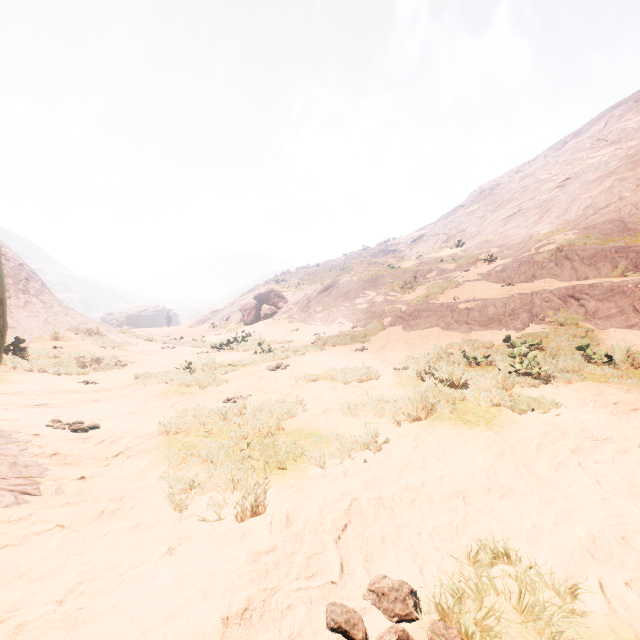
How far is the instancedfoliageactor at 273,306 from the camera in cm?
2334

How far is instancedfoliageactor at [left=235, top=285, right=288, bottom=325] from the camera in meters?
23.3

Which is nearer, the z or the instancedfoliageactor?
the z

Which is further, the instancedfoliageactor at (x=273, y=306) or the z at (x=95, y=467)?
the instancedfoliageactor at (x=273, y=306)

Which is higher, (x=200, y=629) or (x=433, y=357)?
(x=433, y=357)
